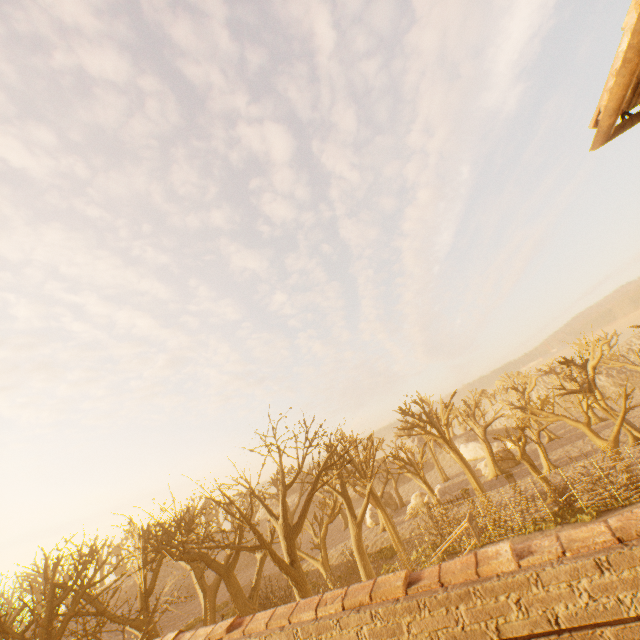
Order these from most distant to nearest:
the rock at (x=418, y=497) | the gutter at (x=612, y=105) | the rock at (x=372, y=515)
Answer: the rock at (x=372, y=515)
the rock at (x=418, y=497)
the gutter at (x=612, y=105)

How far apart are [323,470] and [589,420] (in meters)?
Result: 20.25

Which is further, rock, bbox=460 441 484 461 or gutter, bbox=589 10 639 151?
rock, bbox=460 441 484 461

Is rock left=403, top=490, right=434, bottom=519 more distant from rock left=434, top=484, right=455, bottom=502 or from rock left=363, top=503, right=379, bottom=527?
rock left=363, top=503, right=379, bottom=527

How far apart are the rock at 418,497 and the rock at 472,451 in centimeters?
2382cm

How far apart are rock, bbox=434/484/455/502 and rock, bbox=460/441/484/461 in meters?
22.6

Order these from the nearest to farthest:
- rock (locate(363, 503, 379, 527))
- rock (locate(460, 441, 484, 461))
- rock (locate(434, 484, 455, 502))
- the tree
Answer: the tree → rock (locate(434, 484, 455, 502)) → rock (locate(363, 503, 379, 527)) → rock (locate(460, 441, 484, 461))

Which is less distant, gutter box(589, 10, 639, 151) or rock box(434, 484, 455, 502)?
gutter box(589, 10, 639, 151)
